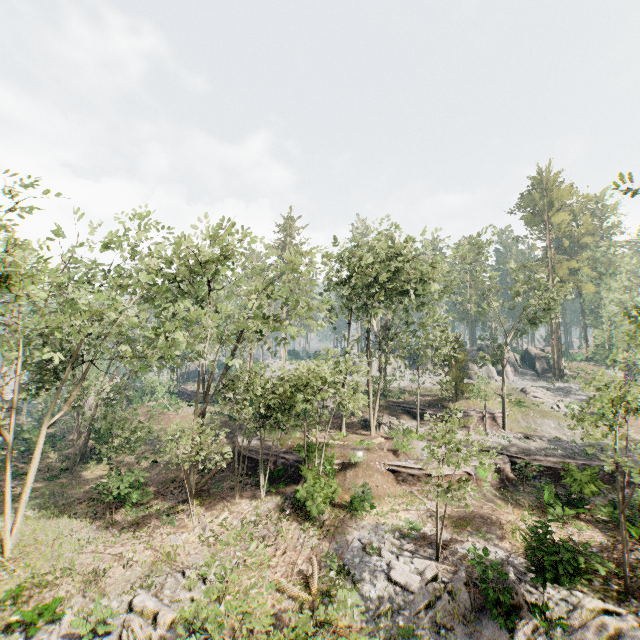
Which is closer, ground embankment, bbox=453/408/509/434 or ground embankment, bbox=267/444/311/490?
ground embankment, bbox=267/444/311/490

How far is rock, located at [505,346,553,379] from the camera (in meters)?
50.81

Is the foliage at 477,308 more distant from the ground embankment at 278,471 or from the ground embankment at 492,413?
the ground embankment at 278,471

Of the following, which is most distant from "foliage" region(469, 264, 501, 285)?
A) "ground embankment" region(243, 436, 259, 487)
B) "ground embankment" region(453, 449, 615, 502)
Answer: "ground embankment" region(243, 436, 259, 487)

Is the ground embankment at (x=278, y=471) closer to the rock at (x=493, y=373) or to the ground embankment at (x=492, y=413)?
the ground embankment at (x=492, y=413)

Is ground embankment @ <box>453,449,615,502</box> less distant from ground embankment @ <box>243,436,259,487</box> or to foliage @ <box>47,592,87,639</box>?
foliage @ <box>47,592,87,639</box>

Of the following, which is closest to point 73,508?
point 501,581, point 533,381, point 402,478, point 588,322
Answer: point 402,478
